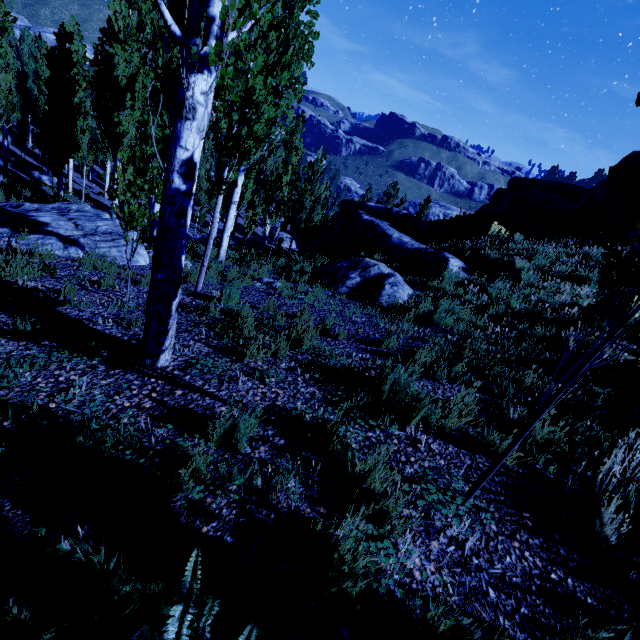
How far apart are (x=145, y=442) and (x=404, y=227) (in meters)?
14.74

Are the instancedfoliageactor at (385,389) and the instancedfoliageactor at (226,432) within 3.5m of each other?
yes

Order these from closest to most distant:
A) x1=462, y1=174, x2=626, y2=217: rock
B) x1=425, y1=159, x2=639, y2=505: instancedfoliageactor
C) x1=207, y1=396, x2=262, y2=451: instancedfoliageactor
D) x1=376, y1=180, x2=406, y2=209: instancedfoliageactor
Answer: x1=425, y1=159, x2=639, y2=505: instancedfoliageactor < x1=207, y1=396, x2=262, y2=451: instancedfoliageactor < x1=462, y1=174, x2=626, y2=217: rock < x1=376, y1=180, x2=406, y2=209: instancedfoliageactor

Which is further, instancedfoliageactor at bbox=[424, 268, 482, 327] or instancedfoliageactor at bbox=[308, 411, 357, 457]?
instancedfoliageactor at bbox=[424, 268, 482, 327]

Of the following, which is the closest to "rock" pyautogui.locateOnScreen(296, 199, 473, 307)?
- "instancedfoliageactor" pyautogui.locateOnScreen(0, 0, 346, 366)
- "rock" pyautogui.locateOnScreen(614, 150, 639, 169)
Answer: "instancedfoliageactor" pyautogui.locateOnScreen(0, 0, 346, 366)

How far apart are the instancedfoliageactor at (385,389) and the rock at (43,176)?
31.1m

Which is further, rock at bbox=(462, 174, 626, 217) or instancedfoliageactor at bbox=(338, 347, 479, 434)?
rock at bbox=(462, 174, 626, 217)
